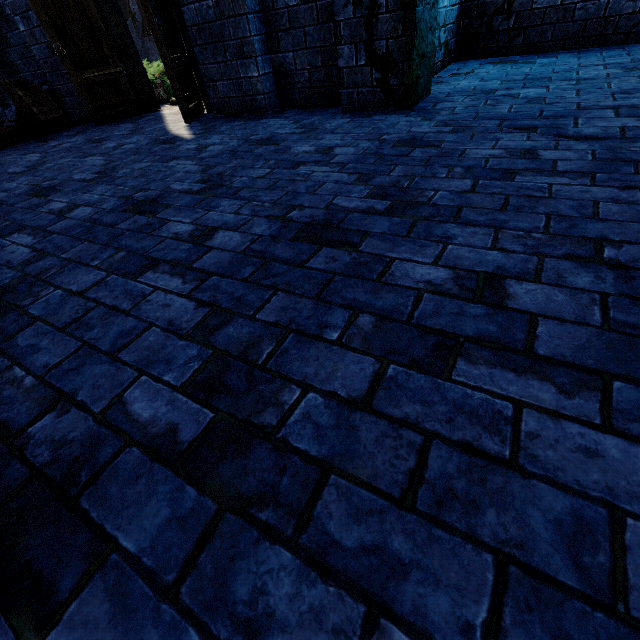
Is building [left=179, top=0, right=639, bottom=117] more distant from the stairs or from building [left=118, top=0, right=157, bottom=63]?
building [left=118, top=0, right=157, bottom=63]

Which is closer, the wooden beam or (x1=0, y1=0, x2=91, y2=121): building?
the wooden beam

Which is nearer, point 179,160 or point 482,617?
point 482,617

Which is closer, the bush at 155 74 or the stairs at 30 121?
the stairs at 30 121

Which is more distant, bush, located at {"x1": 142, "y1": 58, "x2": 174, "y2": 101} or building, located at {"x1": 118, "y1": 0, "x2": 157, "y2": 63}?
building, located at {"x1": 118, "y1": 0, "x2": 157, "y2": 63}

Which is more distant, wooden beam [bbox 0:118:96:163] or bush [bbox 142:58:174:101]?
bush [bbox 142:58:174:101]

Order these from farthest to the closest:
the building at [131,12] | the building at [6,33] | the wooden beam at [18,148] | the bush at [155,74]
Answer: the building at [131,12] → the bush at [155,74] → the building at [6,33] → the wooden beam at [18,148]

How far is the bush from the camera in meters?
6.8
